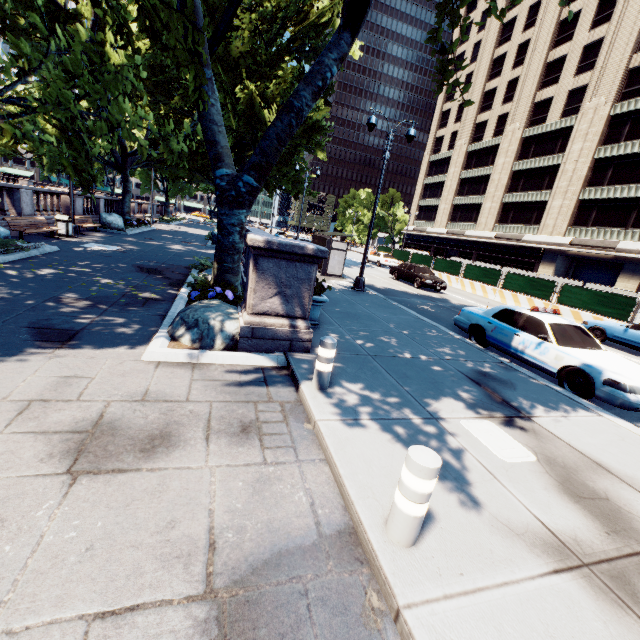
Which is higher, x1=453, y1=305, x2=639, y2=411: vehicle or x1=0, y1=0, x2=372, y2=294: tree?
x1=0, y1=0, x2=372, y2=294: tree

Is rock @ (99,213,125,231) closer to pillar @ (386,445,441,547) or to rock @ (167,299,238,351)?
rock @ (167,299,238,351)

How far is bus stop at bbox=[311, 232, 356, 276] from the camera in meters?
17.5

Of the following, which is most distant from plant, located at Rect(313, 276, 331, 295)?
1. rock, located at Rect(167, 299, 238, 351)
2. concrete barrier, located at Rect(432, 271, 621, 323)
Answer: concrete barrier, located at Rect(432, 271, 621, 323)

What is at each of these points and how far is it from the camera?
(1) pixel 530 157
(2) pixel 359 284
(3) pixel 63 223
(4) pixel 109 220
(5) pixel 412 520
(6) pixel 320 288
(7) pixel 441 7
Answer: (1) building, 39.2 meters
(2) light, 15.1 meters
(3) garbage can, 15.8 meters
(4) rock, 21.9 meters
(5) pillar, 2.6 meters
(6) plant, 8.1 meters
(7) tree, 7.7 meters

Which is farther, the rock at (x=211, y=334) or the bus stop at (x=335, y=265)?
the bus stop at (x=335, y=265)

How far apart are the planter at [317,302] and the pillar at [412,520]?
5.35m

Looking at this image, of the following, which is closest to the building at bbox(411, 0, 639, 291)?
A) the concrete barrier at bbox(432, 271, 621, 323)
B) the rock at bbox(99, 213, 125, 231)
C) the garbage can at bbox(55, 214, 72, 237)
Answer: the concrete barrier at bbox(432, 271, 621, 323)
